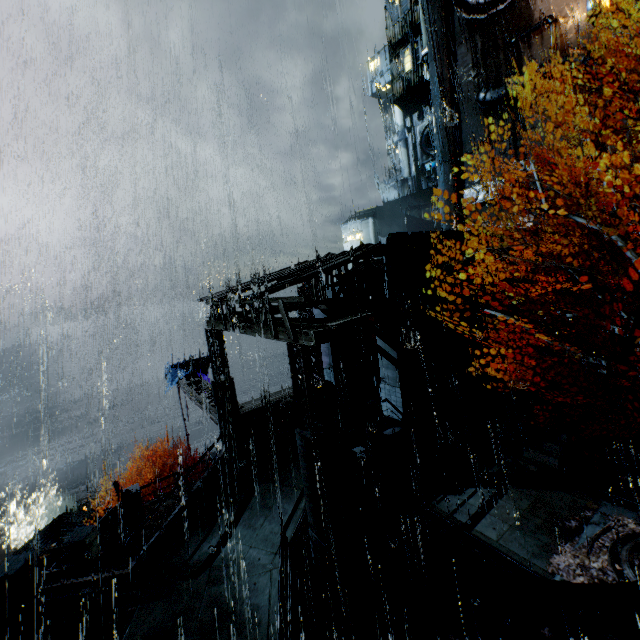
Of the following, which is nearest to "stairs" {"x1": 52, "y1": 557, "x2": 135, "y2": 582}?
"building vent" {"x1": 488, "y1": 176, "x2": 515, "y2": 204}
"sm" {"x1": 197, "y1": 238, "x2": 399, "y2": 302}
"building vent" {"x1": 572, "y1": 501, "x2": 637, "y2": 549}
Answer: "sm" {"x1": 197, "y1": 238, "x2": 399, "y2": 302}

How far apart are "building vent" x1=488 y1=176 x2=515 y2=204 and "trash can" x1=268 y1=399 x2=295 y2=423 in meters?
25.6 m

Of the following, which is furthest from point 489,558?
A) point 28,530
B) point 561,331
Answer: point 28,530

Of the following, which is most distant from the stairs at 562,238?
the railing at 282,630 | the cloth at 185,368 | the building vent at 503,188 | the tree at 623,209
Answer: the cloth at 185,368

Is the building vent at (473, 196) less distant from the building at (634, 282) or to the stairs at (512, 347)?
the building at (634, 282)

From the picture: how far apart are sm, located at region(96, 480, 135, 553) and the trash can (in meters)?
8.19

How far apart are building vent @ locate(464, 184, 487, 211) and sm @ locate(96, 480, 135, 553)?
34.3 meters

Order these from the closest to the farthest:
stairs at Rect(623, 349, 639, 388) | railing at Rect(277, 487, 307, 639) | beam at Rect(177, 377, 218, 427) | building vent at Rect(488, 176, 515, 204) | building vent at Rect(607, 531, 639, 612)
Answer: railing at Rect(277, 487, 307, 639) → building vent at Rect(607, 531, 639, 612) → beam at Rect(177, 377, 218, 427) → stairs at Rect(623, 349, 639, 388) → building vent at Rect(488, 176, 515, 204)
